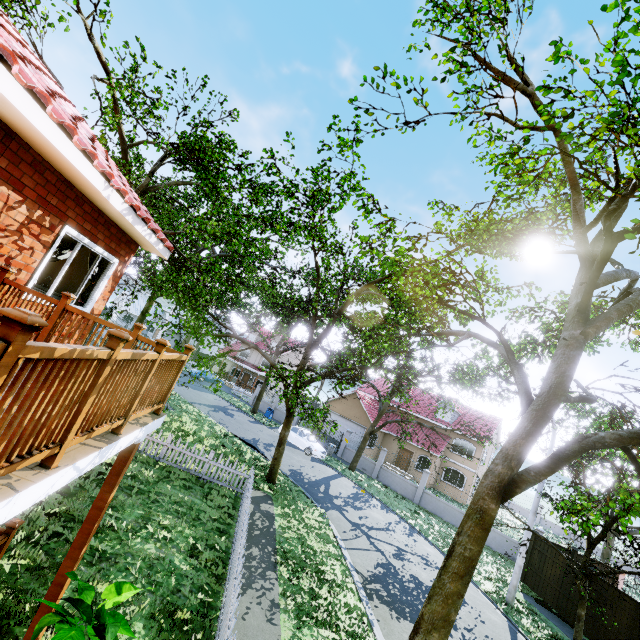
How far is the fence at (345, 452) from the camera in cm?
2814

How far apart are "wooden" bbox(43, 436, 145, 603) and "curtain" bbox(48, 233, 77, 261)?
3.09m

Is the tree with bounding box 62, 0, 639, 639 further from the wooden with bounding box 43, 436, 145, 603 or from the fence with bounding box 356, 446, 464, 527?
the wooden with bounding box 43, 436, 145, 603

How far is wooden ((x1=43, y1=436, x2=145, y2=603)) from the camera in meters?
4.2 m

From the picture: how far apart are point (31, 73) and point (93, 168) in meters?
1.3 m

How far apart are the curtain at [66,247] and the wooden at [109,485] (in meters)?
3.09

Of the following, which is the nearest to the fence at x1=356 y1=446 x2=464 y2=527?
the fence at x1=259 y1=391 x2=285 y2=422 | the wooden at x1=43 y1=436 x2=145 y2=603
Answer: the fence at x1=259 y1=391 x2=285 y2=422

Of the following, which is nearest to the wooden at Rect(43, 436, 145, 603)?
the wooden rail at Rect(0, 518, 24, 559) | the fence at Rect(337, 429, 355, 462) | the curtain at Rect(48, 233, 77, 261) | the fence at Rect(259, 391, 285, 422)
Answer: the wooden rail at Rect(0, 518, 24, 559)
